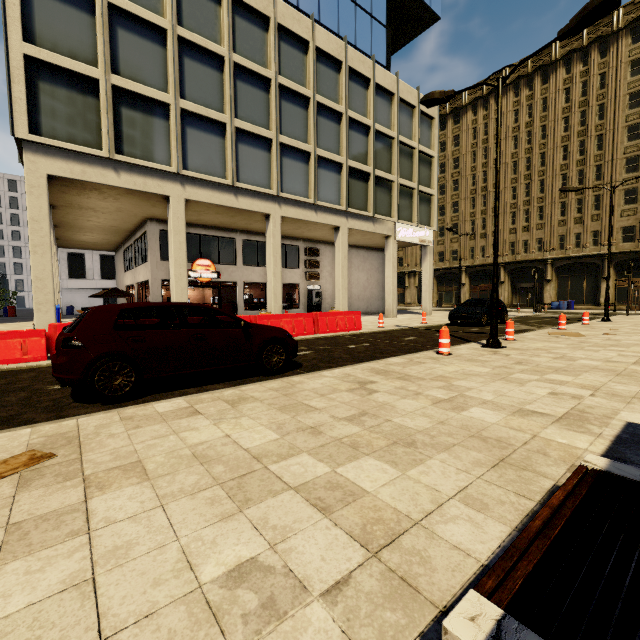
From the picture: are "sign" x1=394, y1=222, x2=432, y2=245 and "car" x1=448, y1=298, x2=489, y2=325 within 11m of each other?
yes

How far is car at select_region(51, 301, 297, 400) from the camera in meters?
4.5

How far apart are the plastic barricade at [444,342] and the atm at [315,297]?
15.7m

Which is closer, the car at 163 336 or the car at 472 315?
the car at 163 336

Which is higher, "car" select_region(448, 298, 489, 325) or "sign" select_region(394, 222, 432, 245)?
"sign" select_region(394, 222, 432, 245)

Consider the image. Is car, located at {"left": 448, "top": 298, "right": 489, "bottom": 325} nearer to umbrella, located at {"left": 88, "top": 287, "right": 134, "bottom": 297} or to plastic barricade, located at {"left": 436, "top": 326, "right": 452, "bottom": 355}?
plastic barricade, located at {"left": 436, "top": 326, "right": 452, "bottom": 355}

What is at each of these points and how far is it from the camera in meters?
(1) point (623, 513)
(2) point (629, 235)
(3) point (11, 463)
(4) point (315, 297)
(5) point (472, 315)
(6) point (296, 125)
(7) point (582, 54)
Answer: (1) bench, 1.6 m
(2) building, 31.4 m
(3) cardboard, 2.9 m
(4) atm, 23.9 m
(5) car, 16.2 m
(6) building, 17.9 m
(7) building, 33.5 m

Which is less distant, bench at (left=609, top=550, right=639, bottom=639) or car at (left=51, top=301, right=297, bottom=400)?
bench at (left=609, top=550, right=639, bottom=639)
